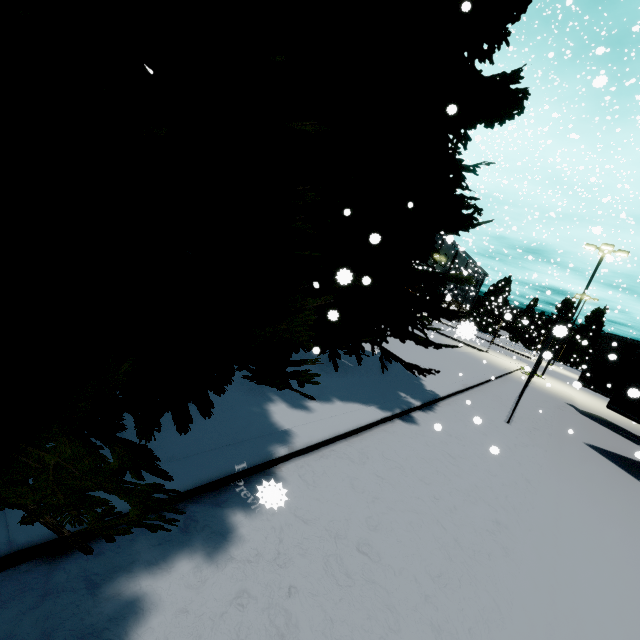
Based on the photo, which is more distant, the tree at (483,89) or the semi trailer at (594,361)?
the semi trailer at (594,361)

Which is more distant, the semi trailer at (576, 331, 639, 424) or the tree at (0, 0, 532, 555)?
the semi trailer at (576, 331, 639, 424)

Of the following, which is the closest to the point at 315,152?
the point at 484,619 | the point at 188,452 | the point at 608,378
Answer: the point at 188,452
